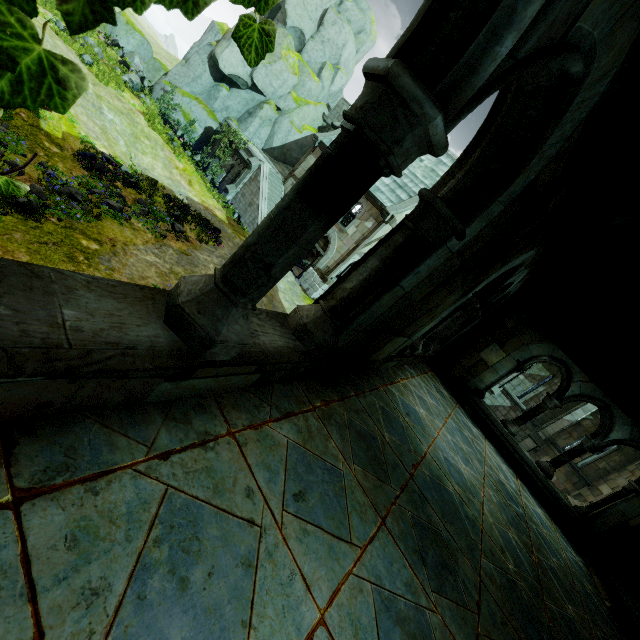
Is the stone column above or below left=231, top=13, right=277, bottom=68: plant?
below

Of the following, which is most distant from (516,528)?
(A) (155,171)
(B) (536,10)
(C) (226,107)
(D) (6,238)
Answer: (C) (226,107)

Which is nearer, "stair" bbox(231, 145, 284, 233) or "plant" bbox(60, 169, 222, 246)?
"plant" bbox(60, 169, 222, 246)

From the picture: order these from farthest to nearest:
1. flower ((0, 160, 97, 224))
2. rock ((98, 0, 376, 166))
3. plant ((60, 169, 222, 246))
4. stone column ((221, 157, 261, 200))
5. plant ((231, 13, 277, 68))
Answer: rock ((98, 0, 376, 166))
stone column ((221, 157, 261, 200))
plant ((60, 169, 222, 246))
flower ((0, 160, 97, 224))
plant ((231, 13, 277, 68))

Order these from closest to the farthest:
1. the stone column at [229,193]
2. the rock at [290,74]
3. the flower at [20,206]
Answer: the flower at [20,206], the stone column at [229,193], the rock at [290,74]

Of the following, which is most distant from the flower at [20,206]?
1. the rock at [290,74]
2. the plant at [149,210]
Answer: the rock at [290,74]

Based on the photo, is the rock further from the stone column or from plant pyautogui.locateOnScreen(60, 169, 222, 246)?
plant pyautogui.locateOnScreen(60, 169, 222, 246)

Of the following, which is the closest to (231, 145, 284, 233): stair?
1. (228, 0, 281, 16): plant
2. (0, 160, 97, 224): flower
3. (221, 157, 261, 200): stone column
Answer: (221, 157, 261, 200): stone column
